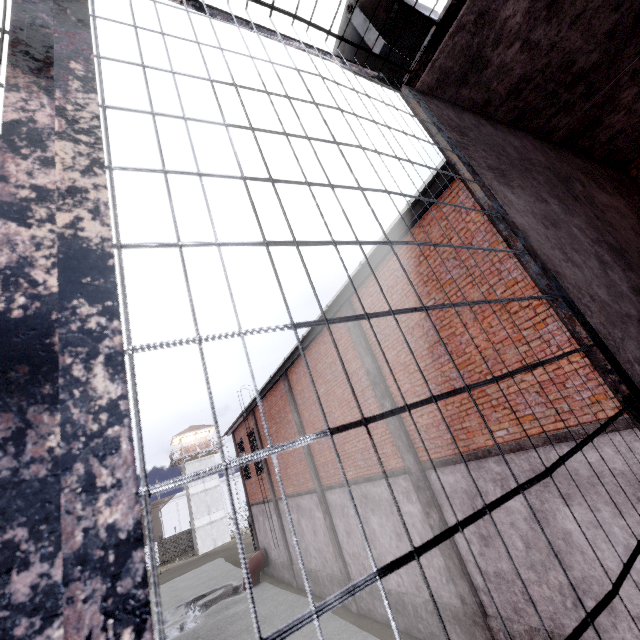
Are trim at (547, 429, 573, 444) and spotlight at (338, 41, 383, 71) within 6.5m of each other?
yes

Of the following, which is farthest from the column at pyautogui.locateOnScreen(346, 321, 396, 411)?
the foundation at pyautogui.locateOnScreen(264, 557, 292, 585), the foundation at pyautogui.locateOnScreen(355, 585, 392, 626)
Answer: the foundation at pyautogui.locateOnScreen(264, 557, 292, 585)

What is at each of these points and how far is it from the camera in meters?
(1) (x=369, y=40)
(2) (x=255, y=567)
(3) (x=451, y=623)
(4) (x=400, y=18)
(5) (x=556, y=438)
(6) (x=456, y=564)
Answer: (1) spotlight, 2.4 m
(2) pipe, 18.8 m
(3) foundation, 7.6 m
(4) spotlight, 2.4 m
(5) trim, 5.3 m
(6) column, 7.2 m

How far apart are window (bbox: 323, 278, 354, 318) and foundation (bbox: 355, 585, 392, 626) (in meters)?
7.68

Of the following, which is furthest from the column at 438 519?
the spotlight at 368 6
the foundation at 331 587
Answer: the spotlight at 368 6

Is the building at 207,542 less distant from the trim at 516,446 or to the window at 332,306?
the window at 332,306

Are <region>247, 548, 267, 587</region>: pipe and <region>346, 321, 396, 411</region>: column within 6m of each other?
no

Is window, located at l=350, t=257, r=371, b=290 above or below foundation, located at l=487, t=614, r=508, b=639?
above
